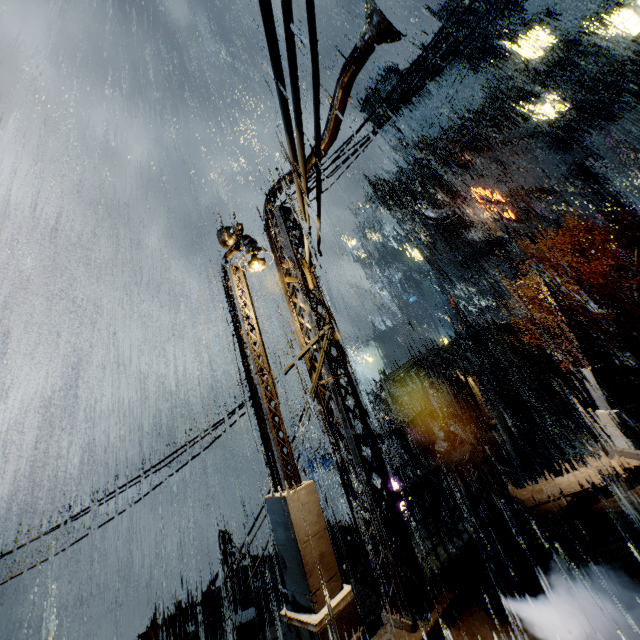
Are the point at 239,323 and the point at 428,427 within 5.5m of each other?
no

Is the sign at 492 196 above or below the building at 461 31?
below

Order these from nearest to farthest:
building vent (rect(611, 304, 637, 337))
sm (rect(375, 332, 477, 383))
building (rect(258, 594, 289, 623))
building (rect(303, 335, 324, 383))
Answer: building (rect(303, 335, 324, 383)) → building (rect(258, 594, 289, 623)) → sm (rect(375, 332, 477, 383)) → building vent (rect(611, 304, 637, 337))

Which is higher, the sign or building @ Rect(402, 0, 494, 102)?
building @ Rect(402, 0, 494, 102)

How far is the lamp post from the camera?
7.7 meters

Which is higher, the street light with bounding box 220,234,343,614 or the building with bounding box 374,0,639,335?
the building with bounding box 374,0,639,335

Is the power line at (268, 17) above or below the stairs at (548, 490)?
above

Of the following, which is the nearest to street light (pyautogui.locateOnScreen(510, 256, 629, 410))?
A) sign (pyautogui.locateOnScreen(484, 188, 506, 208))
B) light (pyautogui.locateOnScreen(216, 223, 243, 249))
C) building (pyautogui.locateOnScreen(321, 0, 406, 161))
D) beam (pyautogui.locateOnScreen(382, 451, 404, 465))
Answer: building (pyautogui.locateOnScreen(321, 0, 406, 161))
